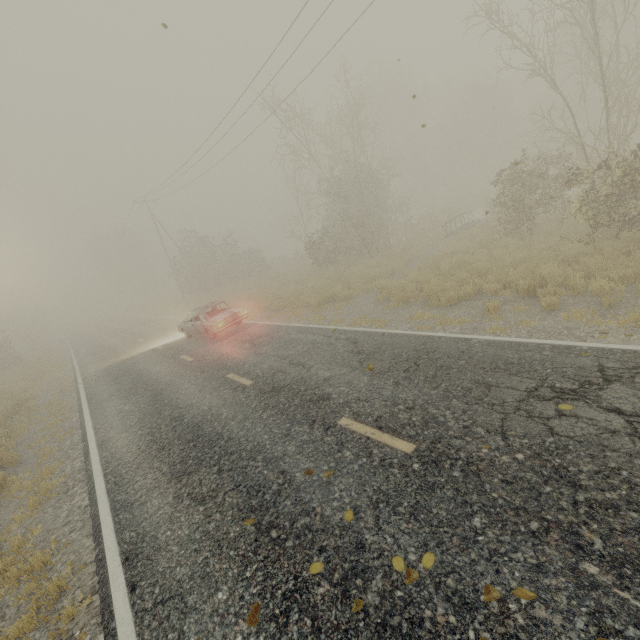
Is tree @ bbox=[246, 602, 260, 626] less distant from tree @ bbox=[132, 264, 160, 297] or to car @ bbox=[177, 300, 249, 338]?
car @ bbox=[177, 300, 249, 338]

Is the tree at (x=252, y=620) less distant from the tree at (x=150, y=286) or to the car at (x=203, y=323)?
the car at (x=203, y=323)

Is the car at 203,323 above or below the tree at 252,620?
above

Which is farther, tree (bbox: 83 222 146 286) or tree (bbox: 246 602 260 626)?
tree (bbox: 83 222 146 286)

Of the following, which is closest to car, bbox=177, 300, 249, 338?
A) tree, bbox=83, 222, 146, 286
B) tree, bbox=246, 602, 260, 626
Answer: tree, bbox=246, 602, 260, 626

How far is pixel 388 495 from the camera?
3.87m

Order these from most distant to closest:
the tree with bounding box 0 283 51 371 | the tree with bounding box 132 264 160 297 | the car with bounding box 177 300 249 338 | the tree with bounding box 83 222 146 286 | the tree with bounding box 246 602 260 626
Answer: the tree with bounding box 132 264 160 297, the tree with bounding box 83 222 146 286, the tree with bounding box 0 283 51 371, the car with bounding box 177 300 249 338, the tree with bounding box 246 602 260 626
